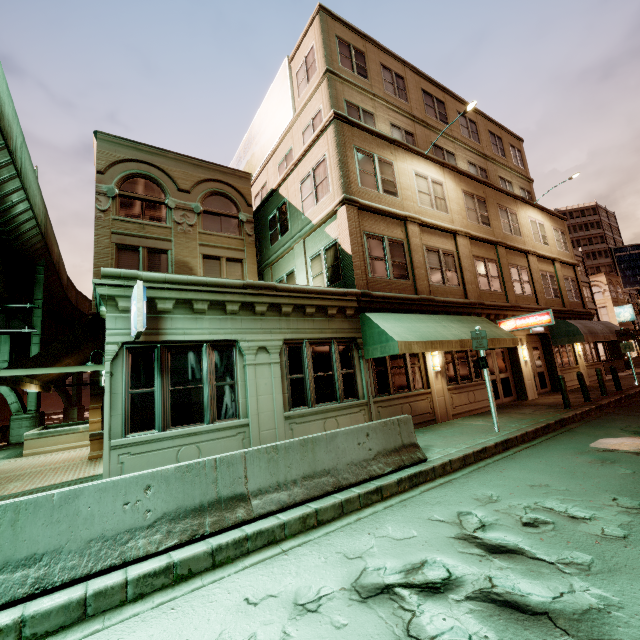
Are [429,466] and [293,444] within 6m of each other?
yes

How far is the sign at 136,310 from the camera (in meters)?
6.08

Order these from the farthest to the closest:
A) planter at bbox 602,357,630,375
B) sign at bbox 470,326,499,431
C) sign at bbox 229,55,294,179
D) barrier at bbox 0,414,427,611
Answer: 1. planter at bbox 602,357,630,375
2. sign at bbox 229,55,294,179
3. sign at bbox 470,326,499,431
4. barrier at bbox 0,414,427,611

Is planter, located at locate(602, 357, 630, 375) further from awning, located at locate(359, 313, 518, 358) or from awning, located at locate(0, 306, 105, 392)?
awning, located at locate(0, 306, 105, 392)

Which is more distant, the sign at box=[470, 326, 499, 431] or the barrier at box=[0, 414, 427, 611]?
the sign at box=[470, 326, 499, 431]

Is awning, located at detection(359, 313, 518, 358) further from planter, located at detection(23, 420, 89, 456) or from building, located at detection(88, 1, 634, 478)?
planter, located at detection(23, 420, 89, 456)

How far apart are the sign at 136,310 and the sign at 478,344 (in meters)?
8.85

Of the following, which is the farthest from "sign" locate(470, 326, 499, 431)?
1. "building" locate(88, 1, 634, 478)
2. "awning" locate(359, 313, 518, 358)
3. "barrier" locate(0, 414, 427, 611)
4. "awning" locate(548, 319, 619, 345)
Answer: "awning" locate(548, 319, 619, 345)
